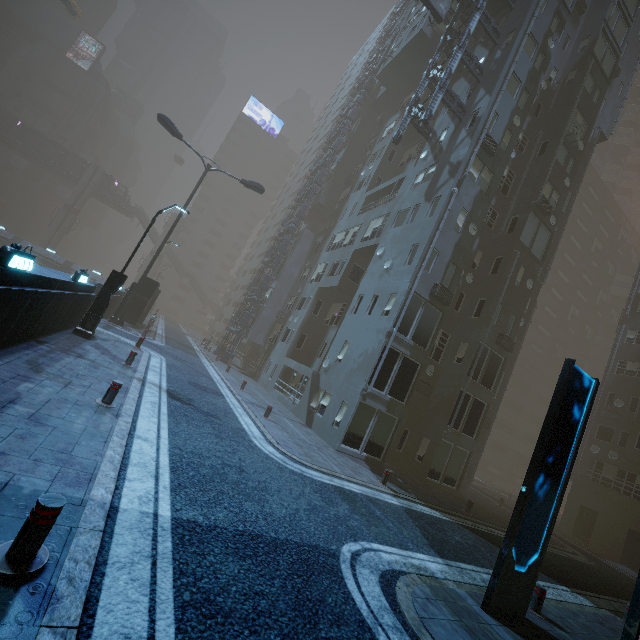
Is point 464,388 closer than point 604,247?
Yes

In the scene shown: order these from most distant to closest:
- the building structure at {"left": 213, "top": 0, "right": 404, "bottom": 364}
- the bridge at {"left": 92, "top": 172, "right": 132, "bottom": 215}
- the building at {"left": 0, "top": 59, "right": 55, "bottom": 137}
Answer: the building at {"left": 0, "top": 59, "right": 55, "bottom": 137}, the bridge at {"left": 92, "top": 172, "right": 132, "bottom": 215}, the building structure at {"left": 213, "top": 0, "right": 404, "bottom": 364}

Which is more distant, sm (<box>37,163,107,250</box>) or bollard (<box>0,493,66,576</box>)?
sm (<box>37,163,107,250</box>)

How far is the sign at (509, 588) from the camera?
6.4m

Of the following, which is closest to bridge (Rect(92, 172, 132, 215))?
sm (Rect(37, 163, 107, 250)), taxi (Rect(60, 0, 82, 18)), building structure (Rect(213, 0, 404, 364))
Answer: sm (Rect(37, 163, 107, 250))

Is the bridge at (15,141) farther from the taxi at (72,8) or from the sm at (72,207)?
the taxi at (72,8)

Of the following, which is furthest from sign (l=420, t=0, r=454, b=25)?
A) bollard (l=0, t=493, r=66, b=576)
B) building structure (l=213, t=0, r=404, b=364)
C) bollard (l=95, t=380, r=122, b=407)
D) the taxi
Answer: the taxi

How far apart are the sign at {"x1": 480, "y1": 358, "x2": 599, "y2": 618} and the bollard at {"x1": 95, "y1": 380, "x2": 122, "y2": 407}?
8.89m
